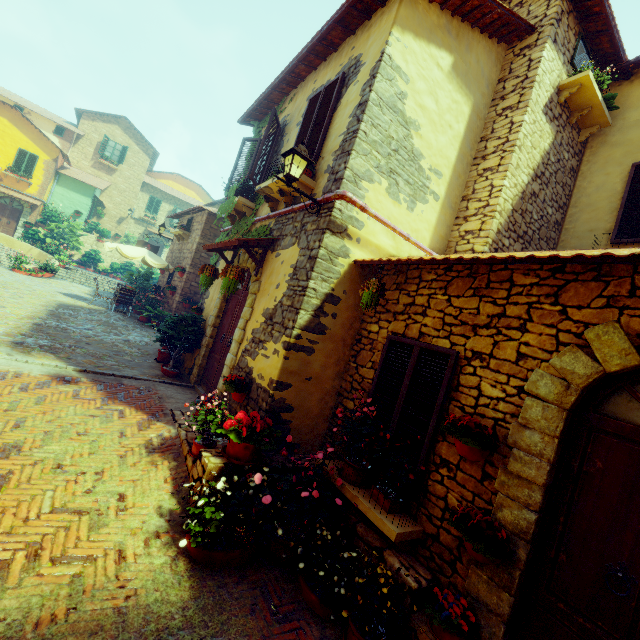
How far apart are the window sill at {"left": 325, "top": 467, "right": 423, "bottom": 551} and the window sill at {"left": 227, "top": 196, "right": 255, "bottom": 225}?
5.38m

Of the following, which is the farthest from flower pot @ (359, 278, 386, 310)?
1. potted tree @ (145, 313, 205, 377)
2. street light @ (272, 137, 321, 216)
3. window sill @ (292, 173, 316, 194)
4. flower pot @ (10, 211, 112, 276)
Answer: Answer: flower pot @ (10, 211, 112, 276)

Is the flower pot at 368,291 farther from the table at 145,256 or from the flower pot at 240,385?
the table at 145,256

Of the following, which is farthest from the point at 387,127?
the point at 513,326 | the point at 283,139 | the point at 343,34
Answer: the point at 513,326

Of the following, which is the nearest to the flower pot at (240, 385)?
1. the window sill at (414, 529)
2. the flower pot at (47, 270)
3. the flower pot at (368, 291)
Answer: the window sill at (414, 529)

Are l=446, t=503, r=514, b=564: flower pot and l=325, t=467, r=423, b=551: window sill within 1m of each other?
yes

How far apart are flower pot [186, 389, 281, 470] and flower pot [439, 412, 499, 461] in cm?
205

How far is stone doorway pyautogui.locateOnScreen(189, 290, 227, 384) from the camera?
7.45m
